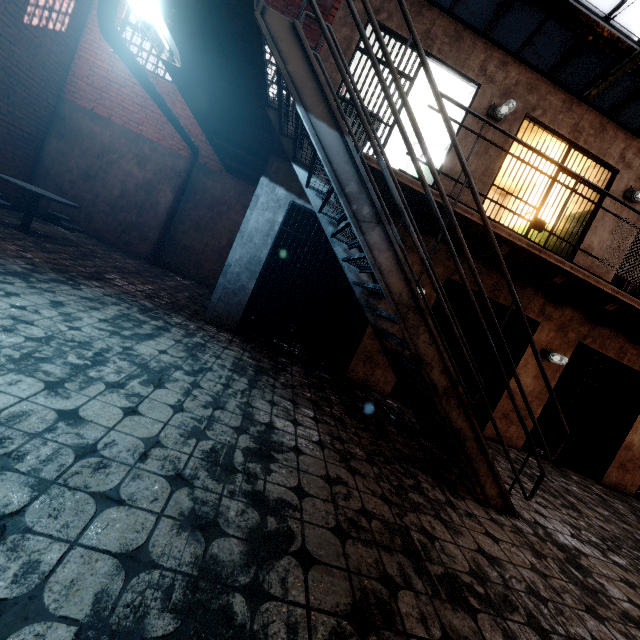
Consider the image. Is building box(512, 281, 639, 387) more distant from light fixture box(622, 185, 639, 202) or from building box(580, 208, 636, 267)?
light fixture box(622, 185, 639, 202)

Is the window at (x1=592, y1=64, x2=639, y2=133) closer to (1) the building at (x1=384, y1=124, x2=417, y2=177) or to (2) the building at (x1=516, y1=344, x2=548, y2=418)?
(1) the building at (x1=384, y1=124, x2=417, y2=177)

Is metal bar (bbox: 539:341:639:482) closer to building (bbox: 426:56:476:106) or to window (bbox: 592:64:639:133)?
building (bbox: 426:56:476:106)

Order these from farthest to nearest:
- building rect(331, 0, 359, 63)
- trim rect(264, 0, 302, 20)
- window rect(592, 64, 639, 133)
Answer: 1. trim rect(264, 0, 302, 20)
2. window rect(592, 64, 639, 133)
3. building rect(331, 0, 359, 63)

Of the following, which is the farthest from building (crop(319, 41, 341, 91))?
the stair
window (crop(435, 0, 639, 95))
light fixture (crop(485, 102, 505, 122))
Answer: window (crop(435, 0, 639, 95))

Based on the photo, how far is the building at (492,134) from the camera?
5.4m

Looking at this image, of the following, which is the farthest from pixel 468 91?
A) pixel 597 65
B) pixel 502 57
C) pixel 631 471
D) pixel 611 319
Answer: pixel 631 471

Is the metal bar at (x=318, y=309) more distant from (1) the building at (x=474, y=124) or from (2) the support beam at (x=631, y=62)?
(2) the support beam at (x=631, y=62)
